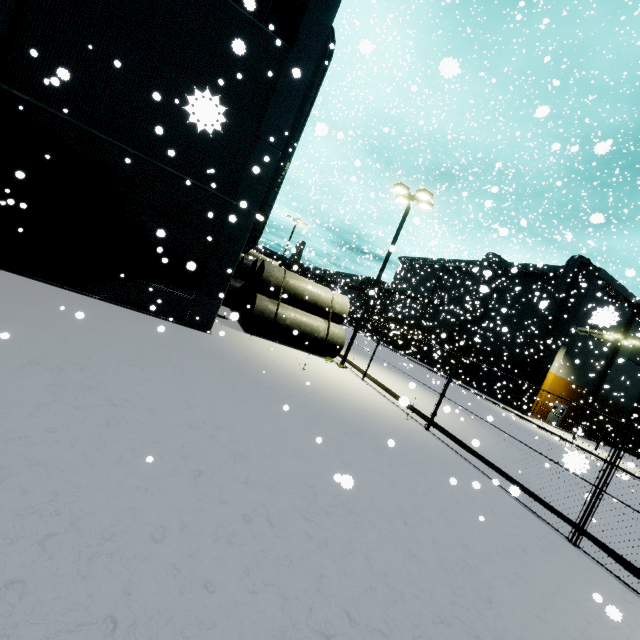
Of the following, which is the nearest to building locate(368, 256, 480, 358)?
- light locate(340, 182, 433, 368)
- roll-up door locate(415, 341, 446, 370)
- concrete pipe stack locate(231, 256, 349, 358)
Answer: roll-up door locate(415, 341, 446, 370)

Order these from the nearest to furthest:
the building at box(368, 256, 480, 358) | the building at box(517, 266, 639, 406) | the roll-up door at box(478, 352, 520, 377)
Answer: the building at box(517, 266, 639, 406) < the roll-up door at box(478, 352, 520, 377) < the building at box(368, 256, 480, 358)

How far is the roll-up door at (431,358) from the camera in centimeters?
3927cm

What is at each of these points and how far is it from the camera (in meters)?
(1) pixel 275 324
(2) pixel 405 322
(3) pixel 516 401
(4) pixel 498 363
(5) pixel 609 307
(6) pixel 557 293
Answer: (1) concrete pipe stack, 16.25
(2) building, 52.56
(3) building, 33.47
(4) roll-up door, 36.88
(5) building, 12.19
(6) vent duct, 31.58

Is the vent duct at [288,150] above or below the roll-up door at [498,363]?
above

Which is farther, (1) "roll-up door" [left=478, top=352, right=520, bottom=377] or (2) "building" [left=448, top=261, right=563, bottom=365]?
(1) "roll-up door" [left=478, top=352, right=520, bottom=377]

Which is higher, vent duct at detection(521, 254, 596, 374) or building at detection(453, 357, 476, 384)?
vent duct at detection(521, 254, 596, 374)
